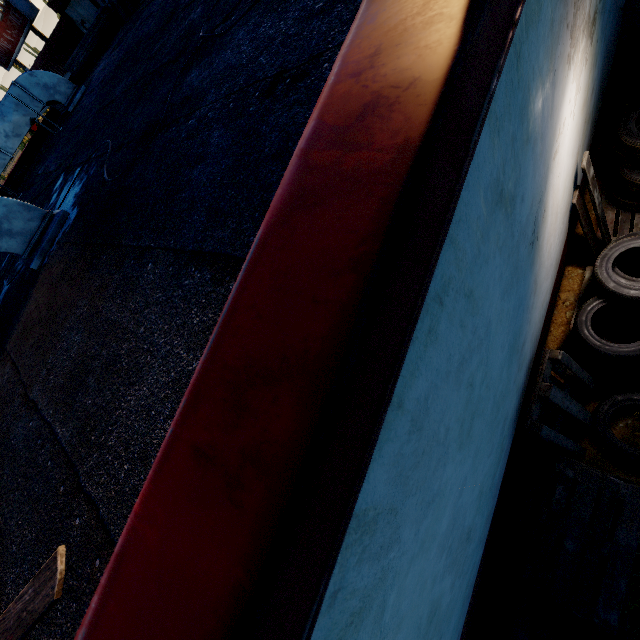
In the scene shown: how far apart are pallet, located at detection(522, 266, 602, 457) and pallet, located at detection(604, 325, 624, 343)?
0.3m

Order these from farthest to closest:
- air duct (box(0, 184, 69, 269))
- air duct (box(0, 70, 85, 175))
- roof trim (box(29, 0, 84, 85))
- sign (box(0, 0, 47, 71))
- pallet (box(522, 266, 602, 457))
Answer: sign (box(0, 0, 47, 71))
roof trim (box(29, 0, 84, 85))
air duct (box(0, 70, 85, 175))
pallet (box(522, 266, 602, 457))
air duct (box(0, 184, 69, 269))

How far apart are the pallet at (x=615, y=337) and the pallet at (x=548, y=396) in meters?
0.3

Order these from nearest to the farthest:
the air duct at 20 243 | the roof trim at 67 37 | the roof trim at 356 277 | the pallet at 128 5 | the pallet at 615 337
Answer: the roof trim at 356 277, the air duct at 20 243, the pallet at 615 337, the pallet at 128 5, the roof trim at 67 37

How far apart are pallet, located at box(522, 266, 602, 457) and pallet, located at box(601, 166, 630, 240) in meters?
1.7 m

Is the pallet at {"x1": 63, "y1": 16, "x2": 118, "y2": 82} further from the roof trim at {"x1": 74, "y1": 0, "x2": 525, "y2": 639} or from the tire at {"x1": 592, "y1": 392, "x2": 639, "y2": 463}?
the tire at {"x1": 592, "y1": 392, "x2": 639, "y2": 463}

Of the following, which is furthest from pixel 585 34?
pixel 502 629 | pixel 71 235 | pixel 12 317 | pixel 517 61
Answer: pixel 502 629

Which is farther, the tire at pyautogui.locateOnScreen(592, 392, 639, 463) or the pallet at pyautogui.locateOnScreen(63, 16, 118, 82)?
the pallet at pyautogui.locateOnScreen(63, 16, 118, 82)
